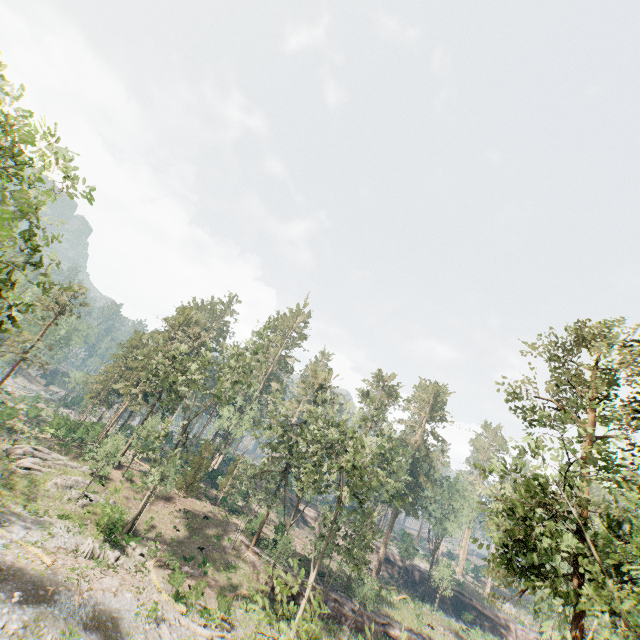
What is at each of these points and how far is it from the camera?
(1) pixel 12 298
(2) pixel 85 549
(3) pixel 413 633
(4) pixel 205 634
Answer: (1) foliage, 12.2m
(2) foliage, 23.7m
(3) ground embankment, 33.6m
(4) foliage, 21.2m

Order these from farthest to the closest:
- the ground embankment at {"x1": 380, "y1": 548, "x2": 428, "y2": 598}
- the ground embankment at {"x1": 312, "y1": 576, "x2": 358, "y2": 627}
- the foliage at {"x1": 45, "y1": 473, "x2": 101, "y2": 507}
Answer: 1. the ground embankment at {"x1": 380, "y1": 548, "x2": 428, "y2": 598}
2. the ground embankment at {"x1": 312, "y1": 576, "x2": 358, "y2": 627}
3. the foliage at {"x1": 45, "y1": 473, "x2": 101, "y2": 507}

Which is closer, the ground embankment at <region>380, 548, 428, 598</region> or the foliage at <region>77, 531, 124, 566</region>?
the foliage at <region>77, 531, 124, 566</region>

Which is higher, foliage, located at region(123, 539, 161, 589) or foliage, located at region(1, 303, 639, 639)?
foliage, located at region(1, 303, 639, 639)

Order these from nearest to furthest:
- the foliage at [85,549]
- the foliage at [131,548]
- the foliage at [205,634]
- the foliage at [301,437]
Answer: the foliage at [301,437] → the foliage at [205,634] → the foliage at [85,549] → the foliage at [131,548]

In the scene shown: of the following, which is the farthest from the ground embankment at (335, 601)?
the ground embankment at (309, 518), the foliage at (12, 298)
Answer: the ground embankment at (309, 518)

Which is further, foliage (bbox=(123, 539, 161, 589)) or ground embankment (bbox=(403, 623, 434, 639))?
ground embankment (bbox=(403, 623, 434, 639))

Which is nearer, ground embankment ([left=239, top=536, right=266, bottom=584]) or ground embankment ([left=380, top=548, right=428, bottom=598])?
ground embankment ([left=239, top=536, right=266, bottom=584])
